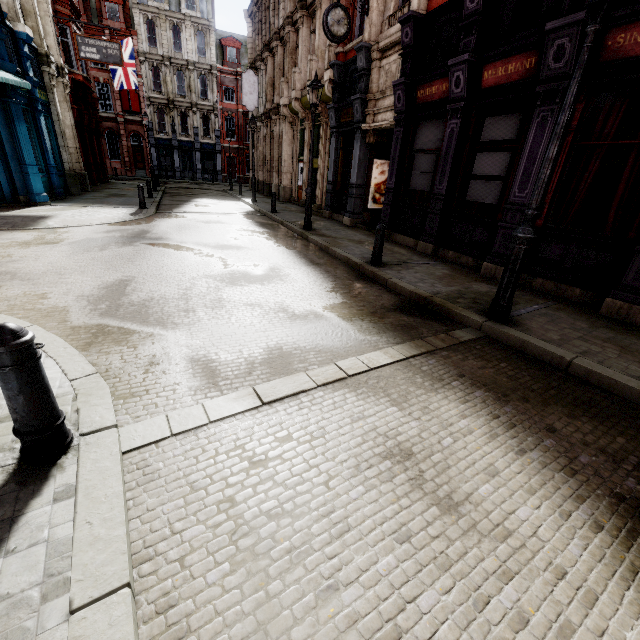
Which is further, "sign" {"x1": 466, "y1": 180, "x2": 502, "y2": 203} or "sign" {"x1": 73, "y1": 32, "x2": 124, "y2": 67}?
"sign" {"x1": 73, "y1": 32, "x2": 124, "y2": 67}

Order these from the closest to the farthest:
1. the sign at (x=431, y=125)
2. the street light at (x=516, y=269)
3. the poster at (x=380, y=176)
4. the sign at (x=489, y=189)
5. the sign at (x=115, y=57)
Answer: the street light at (x=516, y=269), the sign at (x=489, y=189), the sign at (x=431, y=125), the poster at (x=380, y=176), the sign at (x=115, y=57)

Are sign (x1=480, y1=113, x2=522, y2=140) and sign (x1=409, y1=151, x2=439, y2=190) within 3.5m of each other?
yes

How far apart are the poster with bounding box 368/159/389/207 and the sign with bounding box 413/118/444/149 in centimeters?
320cm

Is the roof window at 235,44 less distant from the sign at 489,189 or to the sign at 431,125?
the sign at 431,125

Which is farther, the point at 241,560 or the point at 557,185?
the point at 557,185

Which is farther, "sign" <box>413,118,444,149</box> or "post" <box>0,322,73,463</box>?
"sign" <box>413,118,444,149</box>

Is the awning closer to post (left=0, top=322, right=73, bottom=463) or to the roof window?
post (left=0, top=322, right=73, bottom=463)
